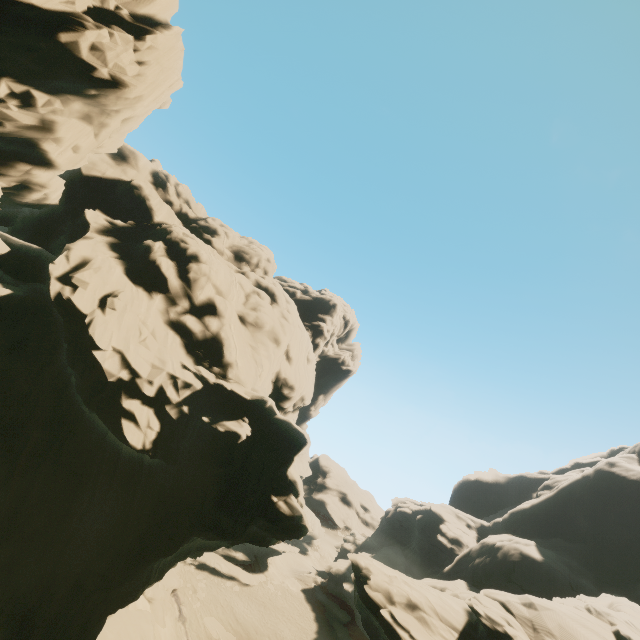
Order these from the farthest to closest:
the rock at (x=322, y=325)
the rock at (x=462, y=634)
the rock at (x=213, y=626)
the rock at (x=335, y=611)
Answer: the rock at (x=335, y=611), the rock at (x=213, y=626), the rock at (x=462, y=634), the rock at (x=322, y=325)

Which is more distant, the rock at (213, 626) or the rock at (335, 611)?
the rock at (335, 611)

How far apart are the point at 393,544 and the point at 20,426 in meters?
61.1 m

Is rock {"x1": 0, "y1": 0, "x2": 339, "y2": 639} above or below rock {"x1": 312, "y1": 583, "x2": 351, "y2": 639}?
above

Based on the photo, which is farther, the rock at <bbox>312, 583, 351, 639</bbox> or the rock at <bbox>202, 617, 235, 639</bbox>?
the rock at <bbox>312, 583, 351, 639</bbox>

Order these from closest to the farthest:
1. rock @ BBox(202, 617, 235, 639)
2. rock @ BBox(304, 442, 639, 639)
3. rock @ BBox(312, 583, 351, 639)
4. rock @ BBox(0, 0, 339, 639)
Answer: rock @ BBox(0, 0, 339, 639) < rock @ BBox(304, 442, 639, 639) < rock @ BBox(202, 617, 235, 639) < rock @ BBox(312, 583, 351, 639)
